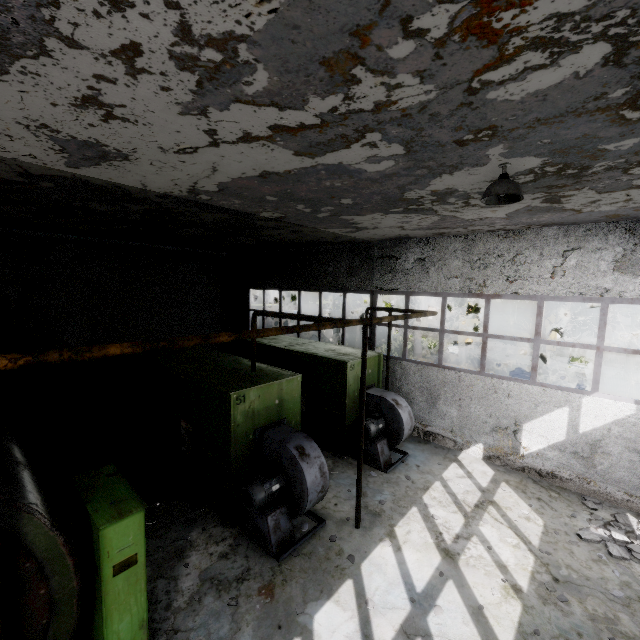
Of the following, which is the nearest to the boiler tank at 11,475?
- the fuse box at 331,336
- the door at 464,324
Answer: the fuse box at 331,336

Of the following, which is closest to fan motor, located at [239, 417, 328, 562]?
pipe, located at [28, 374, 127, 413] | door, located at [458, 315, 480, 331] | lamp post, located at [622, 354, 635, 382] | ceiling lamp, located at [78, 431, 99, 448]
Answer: ceiling lamp, located at [78, 431, 99, 448]

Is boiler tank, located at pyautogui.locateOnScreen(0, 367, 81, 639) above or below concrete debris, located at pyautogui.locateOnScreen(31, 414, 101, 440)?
above

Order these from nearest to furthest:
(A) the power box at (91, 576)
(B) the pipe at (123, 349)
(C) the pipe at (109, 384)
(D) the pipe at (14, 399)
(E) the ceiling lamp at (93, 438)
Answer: (B) the pipe at (123, 349)
(A) the power box at (91, 576)
(E) the ceiling lamp at (93, 438)
(D) the pipe at (14, 399)
(C) the pipe at (109, 384)

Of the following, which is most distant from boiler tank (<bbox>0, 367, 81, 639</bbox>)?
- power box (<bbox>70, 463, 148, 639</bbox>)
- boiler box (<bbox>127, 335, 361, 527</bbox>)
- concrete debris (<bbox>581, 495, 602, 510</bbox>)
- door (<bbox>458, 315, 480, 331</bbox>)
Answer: door (<bbox>458, 315, 480, 331</bbox>)

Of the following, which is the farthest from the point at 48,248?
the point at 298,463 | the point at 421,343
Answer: the point at 421,343

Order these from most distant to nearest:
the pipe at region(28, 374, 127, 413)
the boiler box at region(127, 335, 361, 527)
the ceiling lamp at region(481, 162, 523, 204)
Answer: the pipe at region(28, 374, 127, 413)
the boiler box at region(127, 335, 361, 527)
the ceiling lamp at region(481, 162, 523, 204)

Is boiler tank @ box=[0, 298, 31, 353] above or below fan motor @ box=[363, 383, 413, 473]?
above
